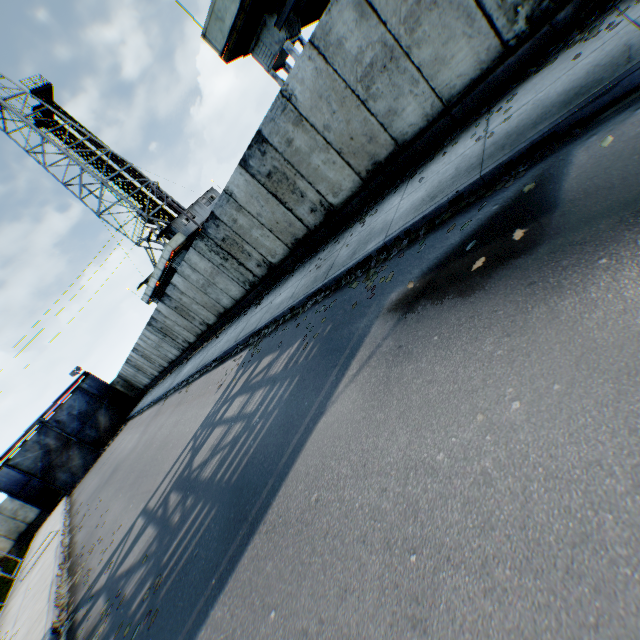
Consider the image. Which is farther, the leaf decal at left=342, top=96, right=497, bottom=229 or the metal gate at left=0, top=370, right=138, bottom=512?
the metal gate at left=0, top=370, right=138, bottom=512

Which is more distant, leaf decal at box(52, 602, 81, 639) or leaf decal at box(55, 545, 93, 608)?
leaf decal at box(55, 545, 93, 608)

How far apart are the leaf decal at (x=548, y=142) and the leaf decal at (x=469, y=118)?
1.9m

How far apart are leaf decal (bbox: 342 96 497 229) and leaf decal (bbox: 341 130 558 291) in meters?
1.9

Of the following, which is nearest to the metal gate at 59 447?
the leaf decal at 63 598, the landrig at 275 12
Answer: the leaf decal at 63 598

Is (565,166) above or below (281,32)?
below

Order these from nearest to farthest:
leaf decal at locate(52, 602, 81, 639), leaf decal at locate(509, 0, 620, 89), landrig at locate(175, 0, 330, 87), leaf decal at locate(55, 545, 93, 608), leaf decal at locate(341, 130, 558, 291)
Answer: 1. leaf decal at locate(341, 130, 558, 291)
2. leaf decal at locate(509, 0, 620, 89)
3. leaf decal at locate(52, 602, 81, 639)
4. leaf decal at locate(55, 545, 93, 608)
5. landrig at locate(175, 0, 330, 87)

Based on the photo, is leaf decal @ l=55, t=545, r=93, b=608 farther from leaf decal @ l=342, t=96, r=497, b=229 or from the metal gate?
the metal gate
